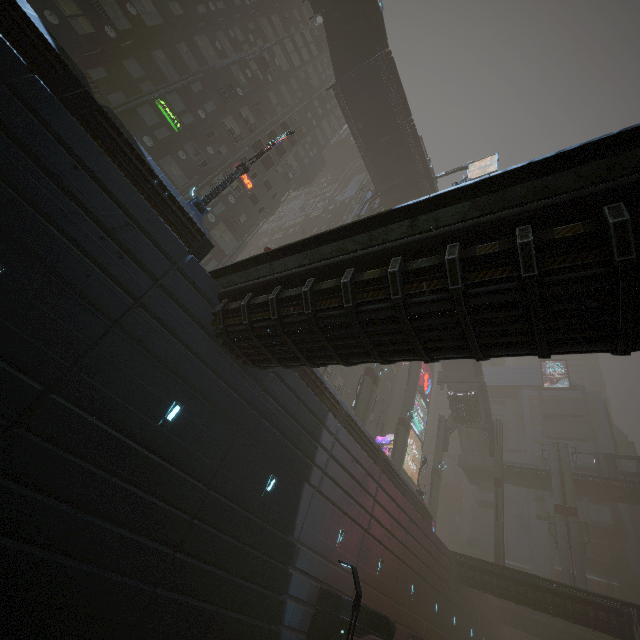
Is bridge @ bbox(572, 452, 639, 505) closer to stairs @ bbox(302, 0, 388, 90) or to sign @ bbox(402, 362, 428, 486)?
sign @ bbox(402, 362, 428, 486)

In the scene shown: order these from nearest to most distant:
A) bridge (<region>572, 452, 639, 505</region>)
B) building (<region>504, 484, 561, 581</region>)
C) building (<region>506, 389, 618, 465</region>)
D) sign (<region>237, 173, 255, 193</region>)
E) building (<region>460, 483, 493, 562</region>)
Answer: sign (<region>237, 173, 255, 193</region>) < bridge (<region>572, 452, 639, 505</region>) < building (<region>504, 484, 561, 581</region>) < building (<region>460, 483, 493, 562</region>) < building (<region>506, 389, 618, 465</region>)

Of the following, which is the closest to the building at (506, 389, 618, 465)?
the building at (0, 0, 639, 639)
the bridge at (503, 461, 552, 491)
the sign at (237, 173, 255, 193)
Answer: the building at (0, 0, 639, 639)

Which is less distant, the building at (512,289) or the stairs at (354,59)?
the building at (512,289)

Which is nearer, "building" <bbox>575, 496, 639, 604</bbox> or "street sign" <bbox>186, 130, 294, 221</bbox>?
"street sign" <bbox>186, 130, 294, 221</bbox>

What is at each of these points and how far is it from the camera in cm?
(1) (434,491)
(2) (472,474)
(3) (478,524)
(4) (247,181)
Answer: (1) sm, 4112
(2) bridge, 4838
(3) building, 5450
(4) sign, 2814

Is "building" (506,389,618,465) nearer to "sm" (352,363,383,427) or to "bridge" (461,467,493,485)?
"bridge" (461,467,493,485)

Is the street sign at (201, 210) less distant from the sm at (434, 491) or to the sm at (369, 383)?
the sm at (369, 383)
